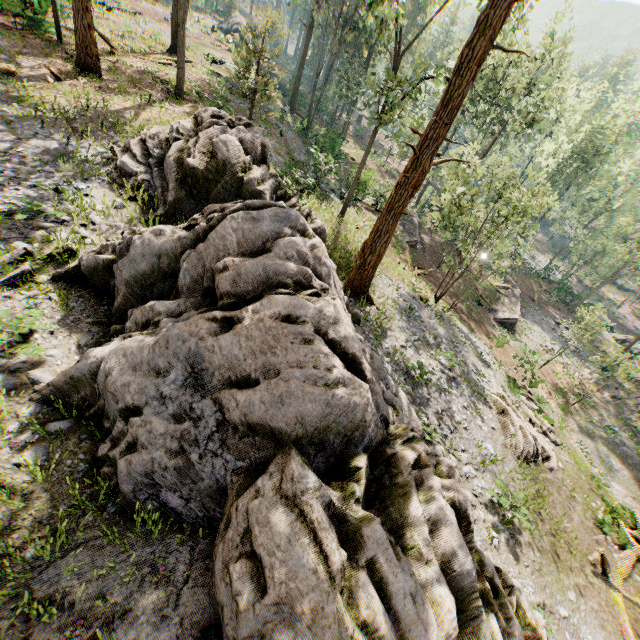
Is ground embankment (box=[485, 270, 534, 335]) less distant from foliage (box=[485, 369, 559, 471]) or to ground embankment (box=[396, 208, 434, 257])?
foliage (box=[485, 369, 559, 471])

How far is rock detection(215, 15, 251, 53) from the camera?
43.7m

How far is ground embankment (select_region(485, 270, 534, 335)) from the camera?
30.4 meters

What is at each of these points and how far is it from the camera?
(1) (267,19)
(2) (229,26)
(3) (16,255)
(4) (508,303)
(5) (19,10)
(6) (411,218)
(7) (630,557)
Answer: (1) foliage, 17.48m
(2) rock, 47.88m
(3) foliage, 7.22m
(4) ground embankment, 32.84m
(5) foliage, 17.80m
(6) ground embankment, 34.31m
(7) foliage, 12.77m

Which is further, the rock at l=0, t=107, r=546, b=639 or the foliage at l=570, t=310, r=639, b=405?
the foliage at l=570, t=310, r=639, b=405

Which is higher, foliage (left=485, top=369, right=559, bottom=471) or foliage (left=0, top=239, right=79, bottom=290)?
foliage (left=0, top=239, right=79, bottom=290)

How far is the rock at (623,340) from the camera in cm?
4041

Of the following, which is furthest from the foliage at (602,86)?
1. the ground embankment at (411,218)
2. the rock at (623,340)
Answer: the ground embankment at (411,218)
